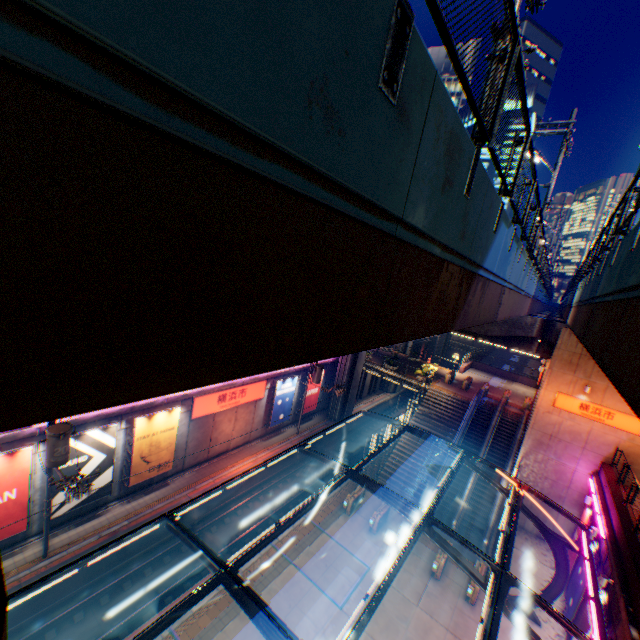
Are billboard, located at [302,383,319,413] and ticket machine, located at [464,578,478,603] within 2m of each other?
no

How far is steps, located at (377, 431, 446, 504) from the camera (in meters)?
24.80

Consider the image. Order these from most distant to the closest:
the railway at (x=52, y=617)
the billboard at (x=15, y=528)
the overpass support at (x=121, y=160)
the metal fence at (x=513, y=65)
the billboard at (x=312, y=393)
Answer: the billboard at (x=312, y=393) → the billboard at (x=15, y=528) → the railway at (x=52, y=617) → the metal fence at (x=513, y=65) → the overpass support at (x=121, y=160)

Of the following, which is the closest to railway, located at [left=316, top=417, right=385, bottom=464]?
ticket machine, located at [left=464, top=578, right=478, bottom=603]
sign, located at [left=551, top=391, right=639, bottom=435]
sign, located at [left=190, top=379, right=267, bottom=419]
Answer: sign, located at [left=190, top=379, right=267, bottom=419]

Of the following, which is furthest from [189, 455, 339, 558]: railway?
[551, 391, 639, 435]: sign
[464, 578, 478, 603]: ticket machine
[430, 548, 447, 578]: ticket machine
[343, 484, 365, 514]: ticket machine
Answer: [551, 391, 639, 435]: sign

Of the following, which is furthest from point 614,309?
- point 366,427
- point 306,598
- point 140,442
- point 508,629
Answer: point 366,427

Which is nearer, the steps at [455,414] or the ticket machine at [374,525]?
the ticket machine at [374,525]

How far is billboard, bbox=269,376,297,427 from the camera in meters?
27.6
